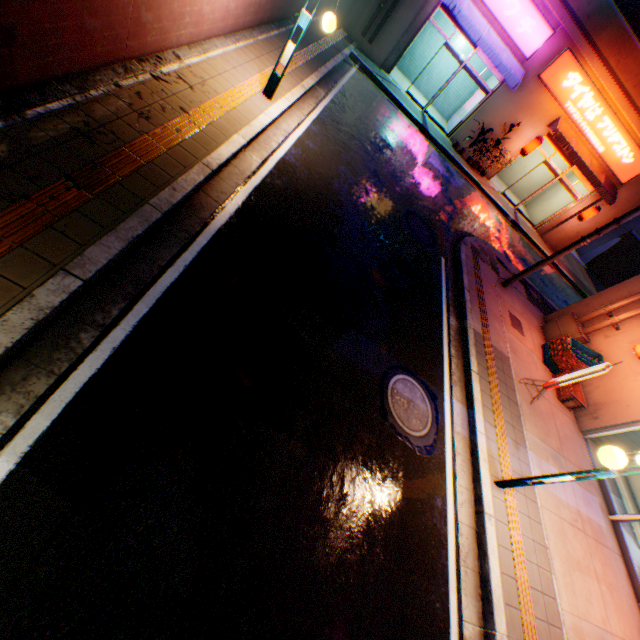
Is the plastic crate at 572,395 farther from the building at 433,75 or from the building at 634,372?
the building at 433,75

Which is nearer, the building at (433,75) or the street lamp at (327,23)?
the street lamp at (327,23)

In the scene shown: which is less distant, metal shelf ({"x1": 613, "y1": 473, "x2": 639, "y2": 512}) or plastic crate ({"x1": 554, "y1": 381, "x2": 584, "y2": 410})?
metal shelf ({"x1": 613, "y1": 473, "x2": 639, "y2": 512})

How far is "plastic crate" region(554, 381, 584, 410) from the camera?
8.7 meters

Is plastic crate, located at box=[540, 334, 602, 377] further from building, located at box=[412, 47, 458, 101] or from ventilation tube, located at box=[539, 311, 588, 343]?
building, located at box=[412, 47, 458, 101]

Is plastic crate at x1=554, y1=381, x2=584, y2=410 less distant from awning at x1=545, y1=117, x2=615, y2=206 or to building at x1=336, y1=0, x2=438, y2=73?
awning at x1=545, y1=117, x2=615, y2=206

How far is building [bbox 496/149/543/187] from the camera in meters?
18.8 m

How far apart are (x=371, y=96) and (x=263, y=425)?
13.9 meters
